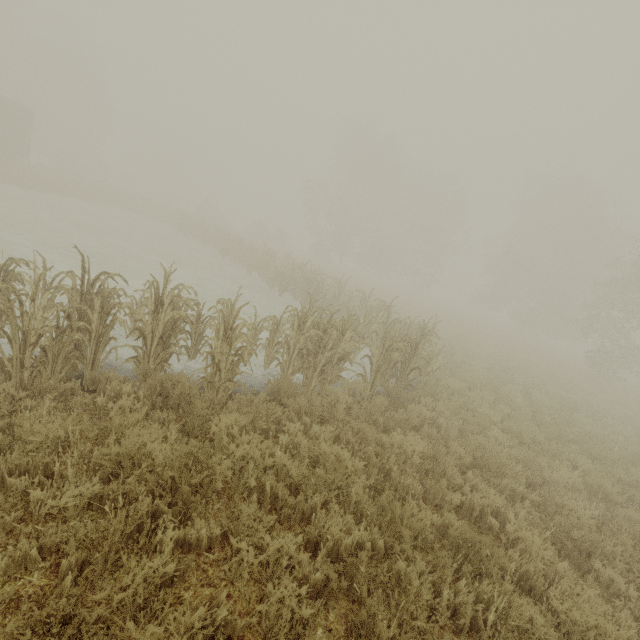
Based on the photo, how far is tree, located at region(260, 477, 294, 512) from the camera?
3.8 meters

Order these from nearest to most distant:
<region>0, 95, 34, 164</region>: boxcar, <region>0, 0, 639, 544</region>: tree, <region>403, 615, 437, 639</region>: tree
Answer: <region>403, 615, 437, 639</region>: tree < <region>0, 0, 639, 544</region>: tree < <region>0, 95, 34, 164</region>: boxcar

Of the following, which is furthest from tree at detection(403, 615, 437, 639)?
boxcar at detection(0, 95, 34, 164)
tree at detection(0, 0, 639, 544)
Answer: boxcar at detection(0, 95, 34, 164)

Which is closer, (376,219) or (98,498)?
(98,498)

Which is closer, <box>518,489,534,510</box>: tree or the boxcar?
<box>518,489,534,510</box>: tree

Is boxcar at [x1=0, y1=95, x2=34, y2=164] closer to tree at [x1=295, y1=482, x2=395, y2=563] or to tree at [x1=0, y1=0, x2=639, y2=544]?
tree at [x1=295, y1=482, x2=395, y2=563]

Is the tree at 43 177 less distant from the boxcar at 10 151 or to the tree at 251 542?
the tree at 251 542
